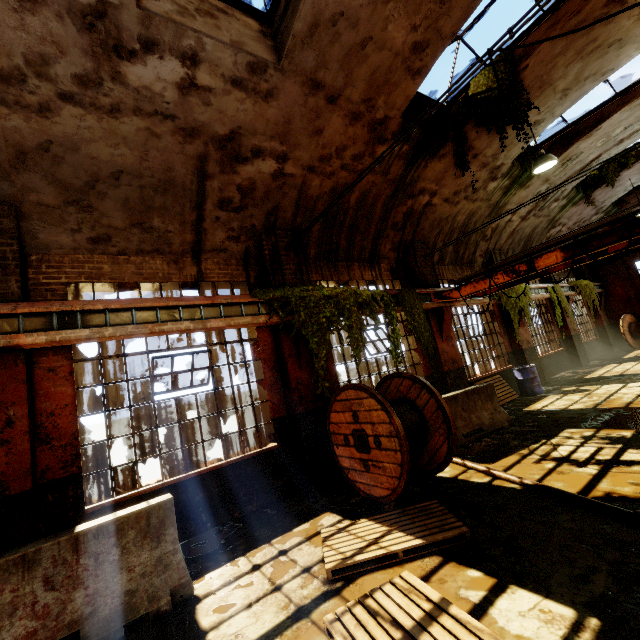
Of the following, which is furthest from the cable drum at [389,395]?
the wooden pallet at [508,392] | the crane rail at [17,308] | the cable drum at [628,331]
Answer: the cable drum at [628,331]

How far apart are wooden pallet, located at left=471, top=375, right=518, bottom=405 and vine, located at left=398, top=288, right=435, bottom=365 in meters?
2.8 m

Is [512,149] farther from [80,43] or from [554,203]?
[80,43]

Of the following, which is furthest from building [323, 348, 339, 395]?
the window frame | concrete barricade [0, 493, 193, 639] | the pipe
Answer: the pipe

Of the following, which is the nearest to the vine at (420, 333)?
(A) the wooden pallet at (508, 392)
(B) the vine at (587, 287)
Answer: (A) the wooden pallet at (508, 392)

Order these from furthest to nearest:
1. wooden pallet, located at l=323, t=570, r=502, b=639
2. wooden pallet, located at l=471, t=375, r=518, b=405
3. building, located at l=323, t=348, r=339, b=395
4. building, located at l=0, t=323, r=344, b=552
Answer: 1. wooden pallet, located at l=471, t=375, r=518, b=405
2. building, located at l=323, t=348, r=339, b=395
3. building, located at l=0, t=323, r=344, b=552
4. wooden pallet, located at l=323, t=570, r=502, b=639

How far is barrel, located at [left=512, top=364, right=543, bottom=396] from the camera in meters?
10.7 m

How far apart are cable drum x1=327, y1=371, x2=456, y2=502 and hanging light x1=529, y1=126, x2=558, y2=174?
6.1m
